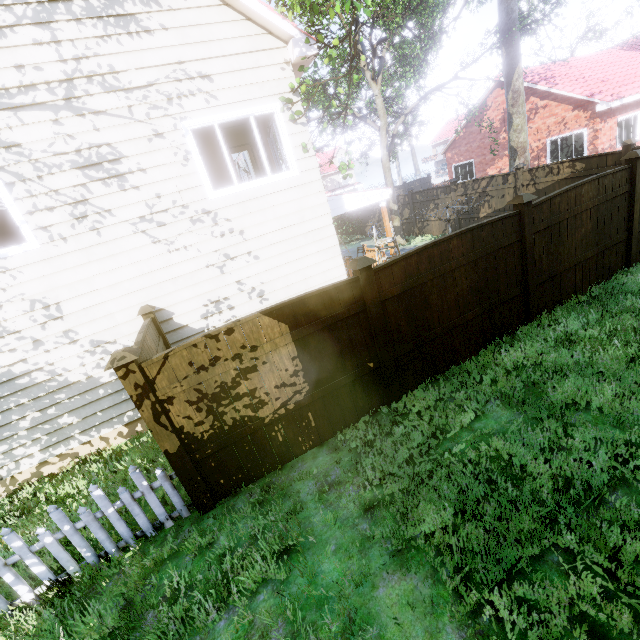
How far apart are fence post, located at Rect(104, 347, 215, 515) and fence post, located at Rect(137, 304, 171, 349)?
2.4m

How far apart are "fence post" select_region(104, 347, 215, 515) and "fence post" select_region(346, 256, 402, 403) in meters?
2.9 m

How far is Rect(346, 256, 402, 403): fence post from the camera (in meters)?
4.61

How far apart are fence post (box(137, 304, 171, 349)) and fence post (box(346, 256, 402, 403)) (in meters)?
3.87

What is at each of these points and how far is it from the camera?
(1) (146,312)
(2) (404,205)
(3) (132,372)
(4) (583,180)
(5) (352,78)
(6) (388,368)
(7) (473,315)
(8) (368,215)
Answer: (1) fence post, 6.06m
(2) fence, 18.03m
(3) fence post, 3.70m
(4) fence, 6.20m
(5) tree, 16.61m
(6) fence post, 5.20m
(7) fence, 5.77m
(8) fence, 21.64m

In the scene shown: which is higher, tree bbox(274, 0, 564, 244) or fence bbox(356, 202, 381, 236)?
tree bbox(274, 0, 564, 244)

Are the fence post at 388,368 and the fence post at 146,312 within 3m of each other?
no

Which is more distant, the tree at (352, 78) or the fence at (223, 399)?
the tree at (352, 78)
